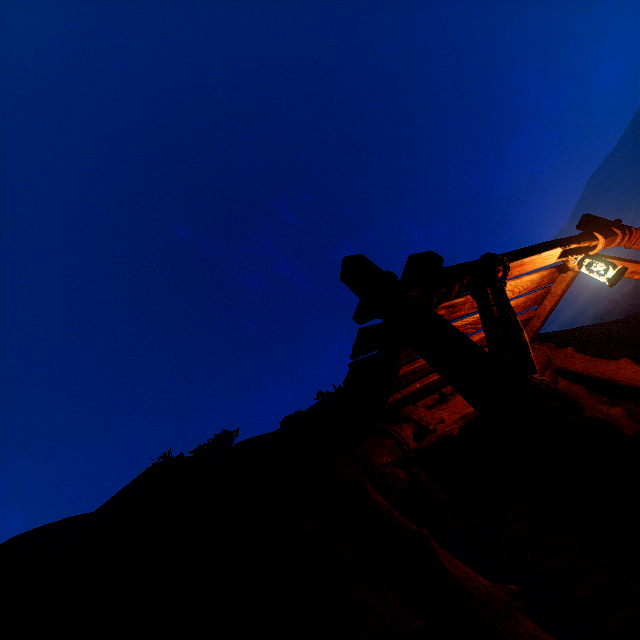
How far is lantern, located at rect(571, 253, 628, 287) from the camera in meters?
3.3

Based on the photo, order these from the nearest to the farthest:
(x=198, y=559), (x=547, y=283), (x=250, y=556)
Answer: (x=250, y=556), (x=198, y=559), (x=547, y=283)

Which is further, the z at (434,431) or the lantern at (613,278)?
the lantern at (613,278)

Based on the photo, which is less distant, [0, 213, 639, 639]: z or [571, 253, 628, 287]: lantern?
[0, 213, 639, 639]: z

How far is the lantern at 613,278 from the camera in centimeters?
327cm
